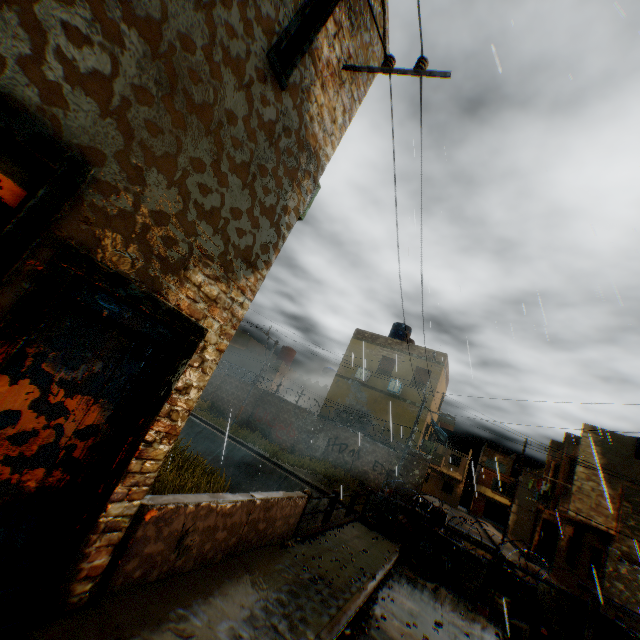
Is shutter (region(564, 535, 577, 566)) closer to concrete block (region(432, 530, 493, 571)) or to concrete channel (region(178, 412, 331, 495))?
concrete channel (region(178, 412, 331, 495))

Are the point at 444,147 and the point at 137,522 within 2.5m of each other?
no

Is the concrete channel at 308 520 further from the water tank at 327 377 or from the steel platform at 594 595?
the water tank at 327 377

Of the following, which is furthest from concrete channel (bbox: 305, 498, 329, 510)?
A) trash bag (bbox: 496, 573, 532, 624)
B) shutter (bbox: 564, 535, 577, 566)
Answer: shutter (bbox: 564, 535, 577, 566)

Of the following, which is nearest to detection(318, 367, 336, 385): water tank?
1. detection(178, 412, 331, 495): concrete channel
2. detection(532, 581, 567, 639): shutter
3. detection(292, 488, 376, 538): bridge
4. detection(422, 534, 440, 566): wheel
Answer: detection(178, 412, 331, 495): concrete channel

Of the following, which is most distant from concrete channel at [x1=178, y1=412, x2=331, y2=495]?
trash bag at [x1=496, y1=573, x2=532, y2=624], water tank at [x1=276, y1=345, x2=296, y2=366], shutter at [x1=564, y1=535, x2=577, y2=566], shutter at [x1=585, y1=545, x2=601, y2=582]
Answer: shutter at [x1=564, y1=535, x2=577, y2=566]

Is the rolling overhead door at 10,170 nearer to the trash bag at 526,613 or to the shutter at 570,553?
the trash bag at 526,613

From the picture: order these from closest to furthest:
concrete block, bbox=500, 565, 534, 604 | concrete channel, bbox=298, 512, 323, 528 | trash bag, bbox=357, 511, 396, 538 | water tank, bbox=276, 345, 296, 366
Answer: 1. concrete block, bbox=500, 565, 534, 604
2. trash bag, bbox=357, 511, 396, 538
3. concrete channel, bbox=298, 512, 323, 528
4. water tank, bbox=276, 345, 296, 366
